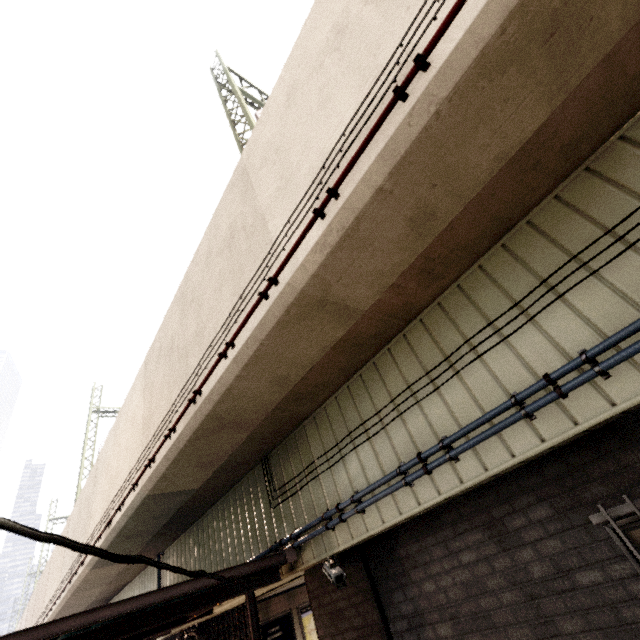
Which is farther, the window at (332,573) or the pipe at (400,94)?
the window at (332,573)

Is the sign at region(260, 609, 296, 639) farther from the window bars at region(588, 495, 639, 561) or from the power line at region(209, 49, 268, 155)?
the power line at region(209, 49, 268, 155)

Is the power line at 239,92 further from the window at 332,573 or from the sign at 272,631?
the sign at 272,631

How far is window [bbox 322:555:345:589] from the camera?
4.1m

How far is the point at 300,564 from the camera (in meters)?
4.70

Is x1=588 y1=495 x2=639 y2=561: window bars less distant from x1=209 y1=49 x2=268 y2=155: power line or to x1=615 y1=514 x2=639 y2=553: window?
x1=615 y1=514 x2=639 y2=553: window

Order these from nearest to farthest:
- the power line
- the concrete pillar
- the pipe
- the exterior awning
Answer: the pipe < the exterior awning < the concrete pillar < the power line

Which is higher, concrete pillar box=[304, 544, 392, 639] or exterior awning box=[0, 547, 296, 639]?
exterior awning box=[0, 547, 296, 639]
